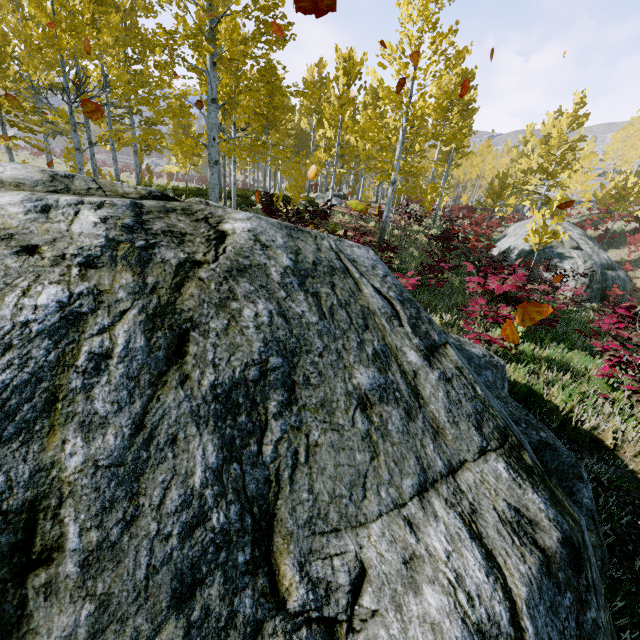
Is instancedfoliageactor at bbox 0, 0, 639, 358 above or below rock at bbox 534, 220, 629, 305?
above

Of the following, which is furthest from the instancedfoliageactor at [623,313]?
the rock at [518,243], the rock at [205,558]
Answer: the rock at [518,243]

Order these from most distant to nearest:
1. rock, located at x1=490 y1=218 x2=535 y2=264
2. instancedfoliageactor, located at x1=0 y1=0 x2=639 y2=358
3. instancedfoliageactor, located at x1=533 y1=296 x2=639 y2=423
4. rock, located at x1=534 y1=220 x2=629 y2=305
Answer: rock, located at x1=490 y1=218 x2=535 y2=264 < rock, located at x1=534 y1=220 x2=629 y2=305 < instancedfoliageactor, located at x1=0 y1=0 x2=639 y2=358 < instancedfoliageactor, located at x1=533 y1=296 x2=639 y2=423

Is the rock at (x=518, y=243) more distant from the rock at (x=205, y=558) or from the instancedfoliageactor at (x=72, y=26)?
the rock at (x=205, y=558)

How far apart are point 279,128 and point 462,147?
13.7m

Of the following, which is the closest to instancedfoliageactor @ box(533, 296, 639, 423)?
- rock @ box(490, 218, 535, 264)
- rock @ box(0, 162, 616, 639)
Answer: rock @ box(0, 162, 616, 639)

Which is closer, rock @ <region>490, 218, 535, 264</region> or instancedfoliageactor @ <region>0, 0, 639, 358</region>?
instancedfoliageactor @ <region>0, 0, 639, 358</region>
